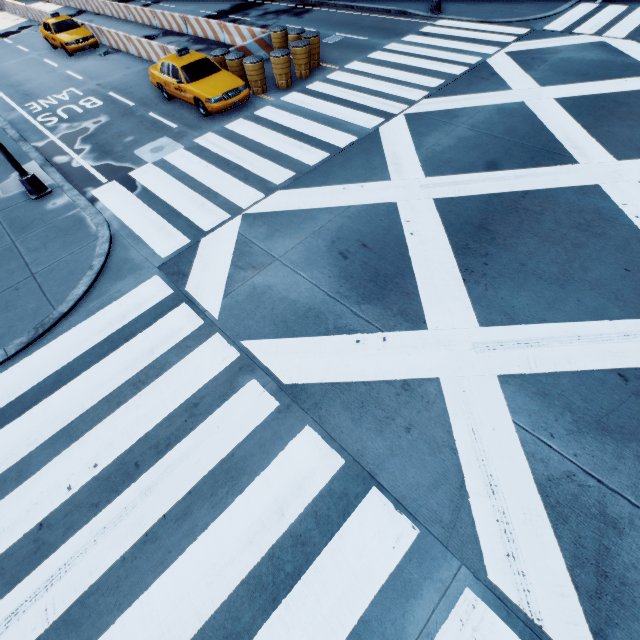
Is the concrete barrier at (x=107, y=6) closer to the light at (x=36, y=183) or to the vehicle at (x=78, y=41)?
the vehicle at (x=78, y=41)

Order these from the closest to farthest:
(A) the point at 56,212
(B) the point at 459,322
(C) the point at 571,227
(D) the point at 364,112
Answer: (B) the point at 459,322 < (C) the point at 571,227 < (A) the point at 56,212 < (D) the point at 364,112

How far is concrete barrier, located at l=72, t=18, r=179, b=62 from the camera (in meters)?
16.31

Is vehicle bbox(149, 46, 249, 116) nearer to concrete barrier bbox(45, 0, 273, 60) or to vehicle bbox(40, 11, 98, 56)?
concrete barrier bbox(45, 0, 273, 60)

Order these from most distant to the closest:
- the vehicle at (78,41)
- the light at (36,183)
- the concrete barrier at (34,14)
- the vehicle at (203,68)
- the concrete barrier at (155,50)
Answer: the concrete barrier at (34,14)
the vehicle at (78,41)
the concrete barrier at (155,50)
the vehicle at (203,68)
the light at (36,183)

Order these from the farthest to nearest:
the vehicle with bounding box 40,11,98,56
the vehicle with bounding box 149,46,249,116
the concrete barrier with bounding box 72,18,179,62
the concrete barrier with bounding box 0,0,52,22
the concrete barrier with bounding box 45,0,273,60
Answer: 1. the concrete barrier with bounding box 0,0,52,22
2. the vehicle with bounding box 40,11,98,56
3. the concrete barrier with bounding box 72,18,179,62
4. the concrete barrier with bounding box 45,0,273,60
5. the vehicle with bounding box 149,46,249,116

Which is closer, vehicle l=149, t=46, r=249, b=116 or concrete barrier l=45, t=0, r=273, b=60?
vehicle l=149, t=46, r=249, b=116

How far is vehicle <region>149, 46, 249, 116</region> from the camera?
11.9m
